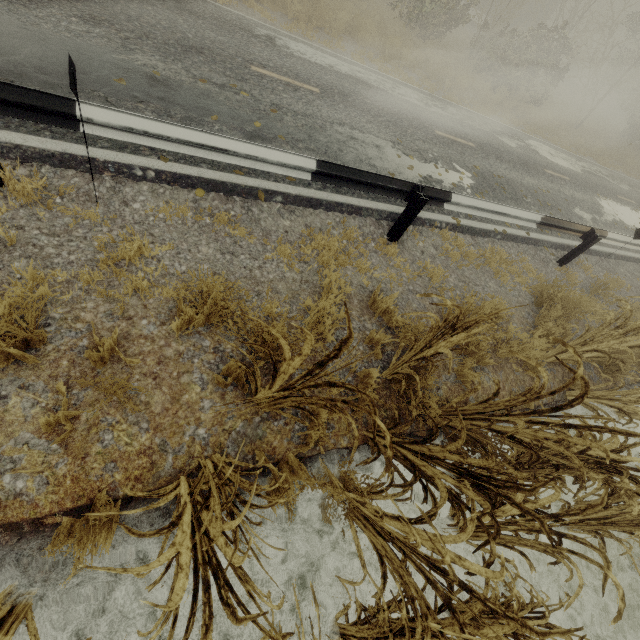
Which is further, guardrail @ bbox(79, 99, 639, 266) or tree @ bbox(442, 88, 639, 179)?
tree @ bbox(442, 88, 639, 179)

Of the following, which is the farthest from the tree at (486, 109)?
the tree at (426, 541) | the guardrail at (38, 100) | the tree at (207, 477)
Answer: the tree at (207, 477)

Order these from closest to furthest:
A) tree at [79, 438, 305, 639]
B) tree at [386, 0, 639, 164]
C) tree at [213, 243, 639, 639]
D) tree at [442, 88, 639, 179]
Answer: tree at [79, 438, 305, 639] → tree at [213, 243, 639, 639] → tree at [442, 88, 639, 179] → tree at [386, 0, 639, 164]

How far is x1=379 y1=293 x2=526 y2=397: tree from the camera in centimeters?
270cm

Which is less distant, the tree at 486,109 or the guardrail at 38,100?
the guardrail at 38,100

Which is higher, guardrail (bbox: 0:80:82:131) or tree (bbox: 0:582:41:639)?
guardrail (bbox: 0:80:82:131)

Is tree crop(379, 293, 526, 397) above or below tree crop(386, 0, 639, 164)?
below

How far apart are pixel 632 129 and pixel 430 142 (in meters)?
30.54
